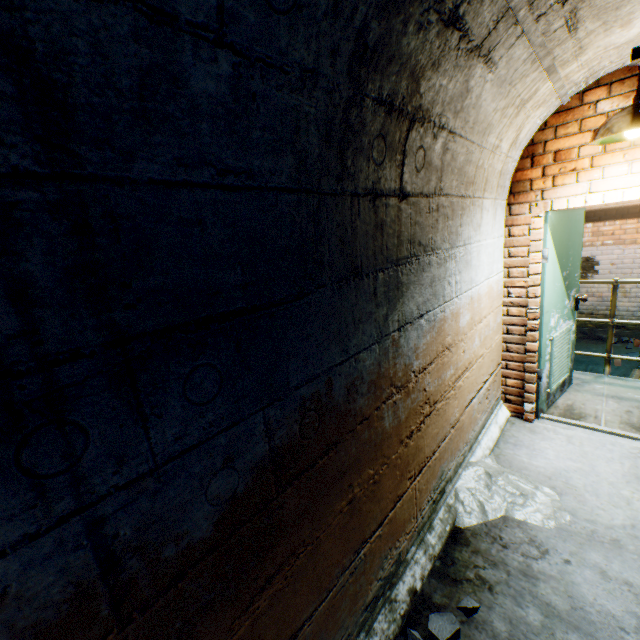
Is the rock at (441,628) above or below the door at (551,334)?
below

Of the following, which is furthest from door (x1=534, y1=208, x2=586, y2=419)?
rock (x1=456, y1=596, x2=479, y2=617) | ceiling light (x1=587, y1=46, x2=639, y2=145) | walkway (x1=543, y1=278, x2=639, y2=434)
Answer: rock (x1=456, y1=596, x2=479, y2=617)

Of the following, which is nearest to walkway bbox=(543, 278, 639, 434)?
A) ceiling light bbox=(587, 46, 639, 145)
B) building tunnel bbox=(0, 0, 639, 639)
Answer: building tunnel bbox=(0, 0, 639, 639)

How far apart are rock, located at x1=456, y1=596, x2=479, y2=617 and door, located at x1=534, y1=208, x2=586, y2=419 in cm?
220

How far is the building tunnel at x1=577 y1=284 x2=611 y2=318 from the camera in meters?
6.4 m

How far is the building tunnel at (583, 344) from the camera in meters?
6.4 m

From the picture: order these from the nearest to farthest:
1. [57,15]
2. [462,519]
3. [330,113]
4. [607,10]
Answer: [57,15] < [330,113] < [607,10] < [462,519]
